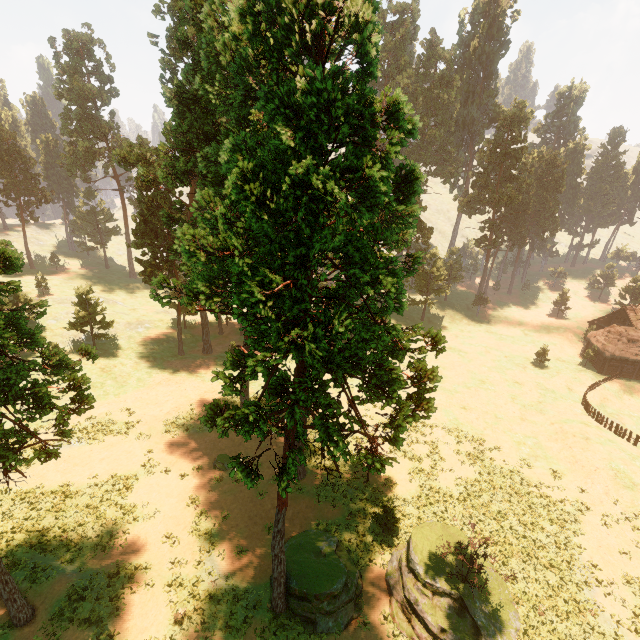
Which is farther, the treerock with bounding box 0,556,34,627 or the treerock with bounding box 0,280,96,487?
the treerock with bounding box 0,556,34,627

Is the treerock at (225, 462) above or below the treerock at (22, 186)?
below

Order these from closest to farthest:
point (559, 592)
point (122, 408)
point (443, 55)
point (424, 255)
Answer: point (559, 592), point (122, 408), point (424, 255), point (443, 55)

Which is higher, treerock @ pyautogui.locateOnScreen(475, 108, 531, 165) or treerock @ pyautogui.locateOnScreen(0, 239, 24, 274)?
treerock @ pyautogui.locateOnScreen(475, 108, 531, 165)

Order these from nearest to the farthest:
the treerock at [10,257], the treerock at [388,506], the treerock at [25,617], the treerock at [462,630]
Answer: the treerock at [10,257] → the treerock at [25,617] → the treerock at [462,630] → the treerock at [388,506]
